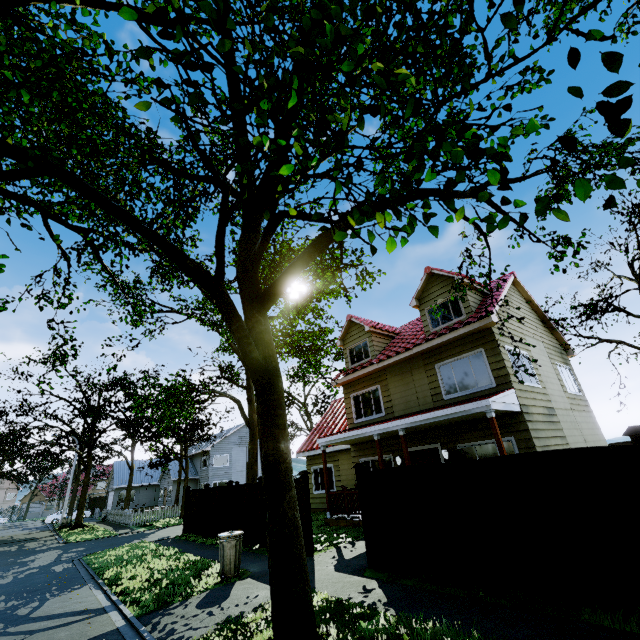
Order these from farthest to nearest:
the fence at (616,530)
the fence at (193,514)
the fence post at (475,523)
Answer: the fence at (193,514) < the fence post at (475,523) < the fence at (616,530)

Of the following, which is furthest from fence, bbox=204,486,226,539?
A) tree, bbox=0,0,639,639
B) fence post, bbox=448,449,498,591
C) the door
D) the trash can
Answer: the door

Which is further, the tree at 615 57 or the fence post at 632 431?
the fence post at 632 431

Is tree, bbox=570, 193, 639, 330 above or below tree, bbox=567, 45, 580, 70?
below

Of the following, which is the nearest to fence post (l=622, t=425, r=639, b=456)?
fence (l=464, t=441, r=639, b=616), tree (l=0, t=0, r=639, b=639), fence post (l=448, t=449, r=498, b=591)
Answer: fence (l=464, t=441, r=639, b=616)

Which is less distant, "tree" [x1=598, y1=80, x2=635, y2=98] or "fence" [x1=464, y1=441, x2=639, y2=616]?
"tree" [x1=598, y1=80, x2=635, y2=98]

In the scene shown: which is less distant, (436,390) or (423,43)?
(423,43)
